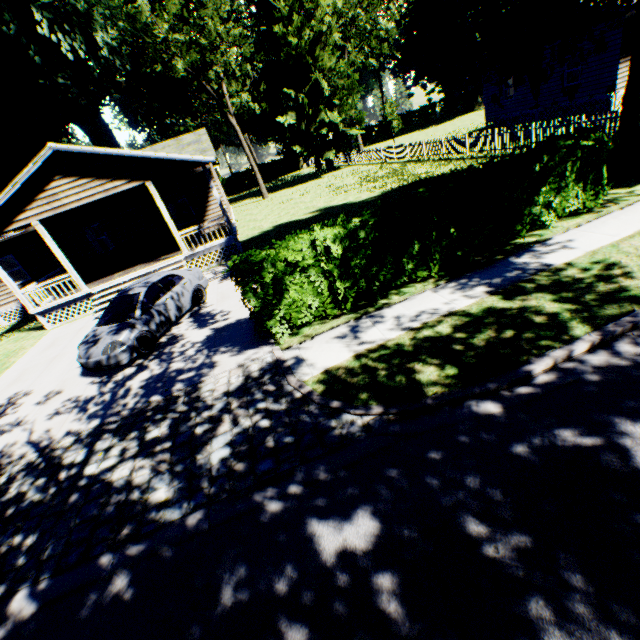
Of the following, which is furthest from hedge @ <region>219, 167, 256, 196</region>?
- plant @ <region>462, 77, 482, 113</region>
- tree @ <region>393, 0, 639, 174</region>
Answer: tree @ <region>393, 0, 639, 174</region>

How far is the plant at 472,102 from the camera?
52.12m

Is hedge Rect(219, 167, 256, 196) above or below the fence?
above

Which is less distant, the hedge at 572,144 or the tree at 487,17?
the hedge at 572,144

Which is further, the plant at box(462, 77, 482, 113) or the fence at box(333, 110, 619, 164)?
the plant at box(462, 77, 482, 113)

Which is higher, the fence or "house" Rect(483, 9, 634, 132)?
"house" Rect(483, 9, 634, 132)

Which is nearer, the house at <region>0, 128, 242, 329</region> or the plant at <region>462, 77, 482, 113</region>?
the house at <region>0, 128, 242, 329</region>

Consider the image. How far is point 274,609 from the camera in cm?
323
